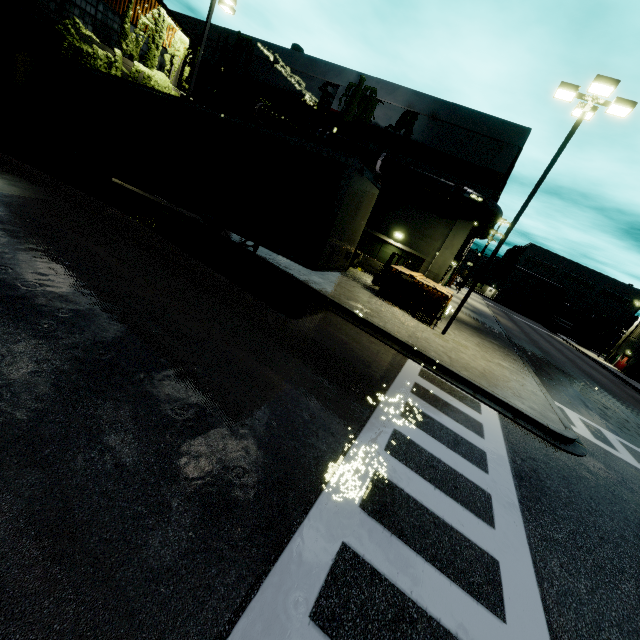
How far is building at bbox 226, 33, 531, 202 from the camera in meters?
18.3

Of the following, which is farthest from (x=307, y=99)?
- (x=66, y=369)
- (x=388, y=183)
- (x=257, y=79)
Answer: (x=66, y=369)

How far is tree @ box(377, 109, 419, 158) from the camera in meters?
19.8

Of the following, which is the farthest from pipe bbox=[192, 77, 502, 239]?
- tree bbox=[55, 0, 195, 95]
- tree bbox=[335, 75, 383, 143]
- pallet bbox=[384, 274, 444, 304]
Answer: pallet bbox=[384, 274, 444, 304]

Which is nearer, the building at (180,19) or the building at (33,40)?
the building at (33,40)

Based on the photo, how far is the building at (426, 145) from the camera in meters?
18.3

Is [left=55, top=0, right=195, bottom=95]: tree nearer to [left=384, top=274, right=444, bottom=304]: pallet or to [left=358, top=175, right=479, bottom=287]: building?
[left=358, top=175, right=479, bottom=287]: building

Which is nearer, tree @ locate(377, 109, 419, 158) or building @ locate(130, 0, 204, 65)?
building @ locate(130, 0, 204, 65)
